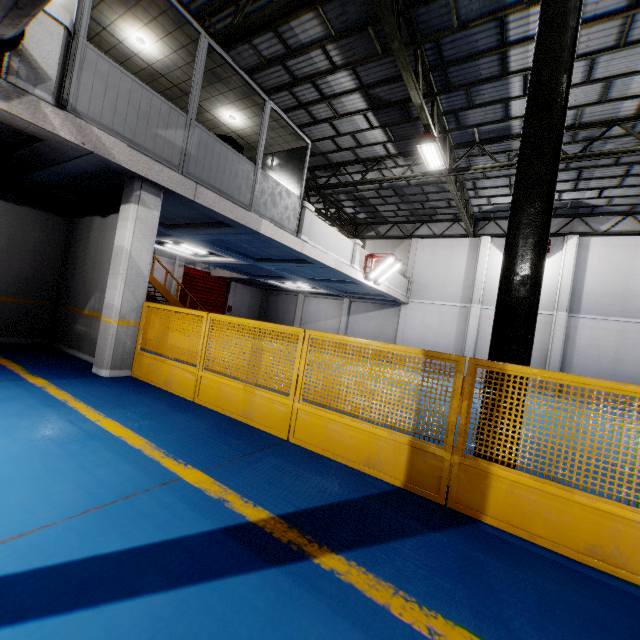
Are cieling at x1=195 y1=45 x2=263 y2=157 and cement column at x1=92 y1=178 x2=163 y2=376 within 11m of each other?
yes

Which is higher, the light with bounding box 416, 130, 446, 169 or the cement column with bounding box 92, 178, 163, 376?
the light with bounding box 416, 130, 446, 169

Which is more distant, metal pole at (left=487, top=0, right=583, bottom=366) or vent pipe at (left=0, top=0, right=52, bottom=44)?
metal pole at (left=487, top=0, right=583, bottom=366)

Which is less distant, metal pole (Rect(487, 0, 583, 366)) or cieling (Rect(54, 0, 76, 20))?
metal pole (Rect(487, 0, 583, 366))

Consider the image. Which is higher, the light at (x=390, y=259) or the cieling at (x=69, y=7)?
the cieling at (x=69, y=7)

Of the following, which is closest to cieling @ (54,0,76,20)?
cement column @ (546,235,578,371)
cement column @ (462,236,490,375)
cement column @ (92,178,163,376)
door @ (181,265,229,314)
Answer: cement column @ (92,178,163,376)

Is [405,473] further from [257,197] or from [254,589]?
[257,197]

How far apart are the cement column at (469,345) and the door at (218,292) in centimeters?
1569cm
